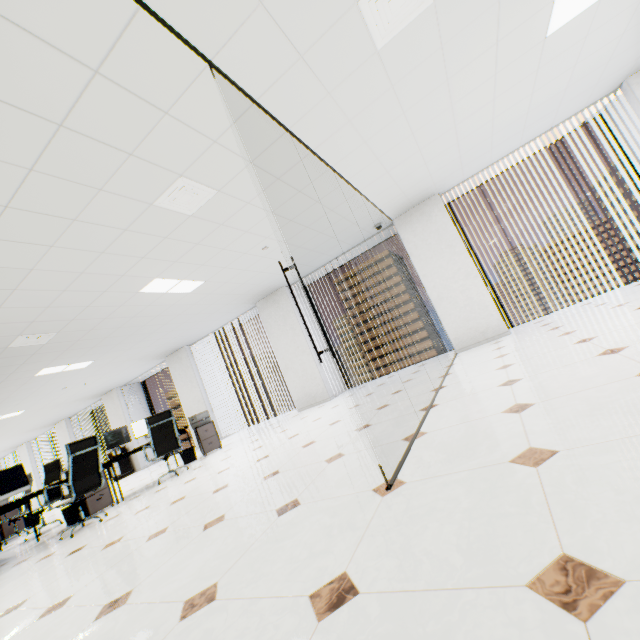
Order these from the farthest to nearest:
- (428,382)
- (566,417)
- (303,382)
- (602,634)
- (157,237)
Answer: (303,382) → (428,382) → (157,237) → (566,417) → (602,634)

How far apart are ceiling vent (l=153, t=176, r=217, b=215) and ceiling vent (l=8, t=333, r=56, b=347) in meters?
3.5

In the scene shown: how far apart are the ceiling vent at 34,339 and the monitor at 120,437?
2.0m

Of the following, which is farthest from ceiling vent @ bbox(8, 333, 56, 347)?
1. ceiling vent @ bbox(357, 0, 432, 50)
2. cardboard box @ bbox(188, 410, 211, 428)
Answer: ceiling vent @ bbox(357, 0, 432, 50)

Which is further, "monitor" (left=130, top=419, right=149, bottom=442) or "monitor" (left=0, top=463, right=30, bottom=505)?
"monitor" (left=130, top=419, right=149, bottom=442)

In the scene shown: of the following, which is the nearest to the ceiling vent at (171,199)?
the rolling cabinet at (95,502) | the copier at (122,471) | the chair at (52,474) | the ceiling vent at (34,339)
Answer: the ceiling vent at (34,339)

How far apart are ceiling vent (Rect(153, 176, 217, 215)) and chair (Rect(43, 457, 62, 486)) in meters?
6.0 m

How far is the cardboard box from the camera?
7.2 meters
